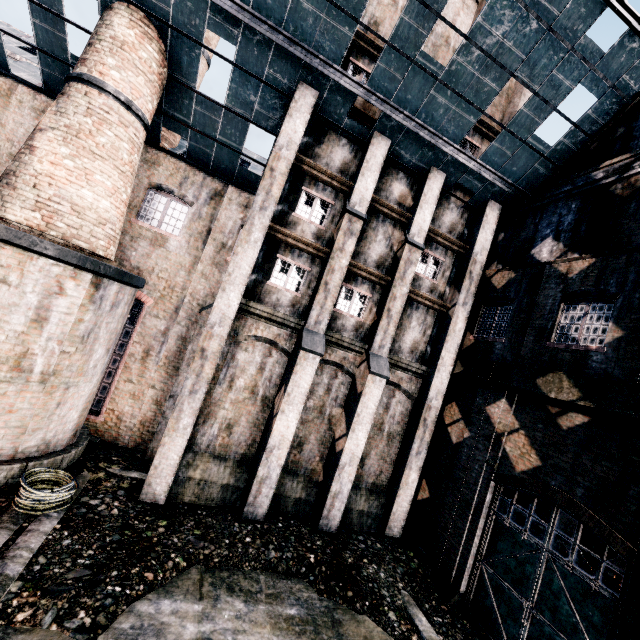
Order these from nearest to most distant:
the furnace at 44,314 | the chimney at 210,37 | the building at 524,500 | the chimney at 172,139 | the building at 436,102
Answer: the furnace at 44,314
the building at 436,102
the building at 524,500
the chimney at 172,139
the chimney at 210,37

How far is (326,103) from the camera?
13.2 meters

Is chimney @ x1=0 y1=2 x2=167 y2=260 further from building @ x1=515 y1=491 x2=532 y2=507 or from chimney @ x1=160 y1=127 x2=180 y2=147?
chimney @ x1=160 y1=127 x2=180 y2=147

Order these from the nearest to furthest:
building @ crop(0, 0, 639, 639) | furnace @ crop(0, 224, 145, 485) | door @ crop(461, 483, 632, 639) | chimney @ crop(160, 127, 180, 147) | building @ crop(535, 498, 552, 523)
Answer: door @ crop(461, 483, 632, 639)
furnace @ crop(0, 224, 145, 485)
building @ crop(0, 0, 639, 639)
building @ crop(535, 498, 552, 523)
chimney @ crop(160, 127, 180, 147)

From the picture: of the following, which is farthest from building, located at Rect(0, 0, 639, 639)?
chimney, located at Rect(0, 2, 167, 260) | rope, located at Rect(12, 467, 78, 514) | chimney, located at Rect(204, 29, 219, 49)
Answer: chimney, located at Rect(204, 29, 219, 49)

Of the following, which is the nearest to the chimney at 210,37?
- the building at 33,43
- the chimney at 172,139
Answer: the building at 33,43

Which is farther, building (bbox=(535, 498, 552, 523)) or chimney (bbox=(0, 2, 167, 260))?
building (bbox=(535, 498, 552, 523))

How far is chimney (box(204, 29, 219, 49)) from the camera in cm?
1970
